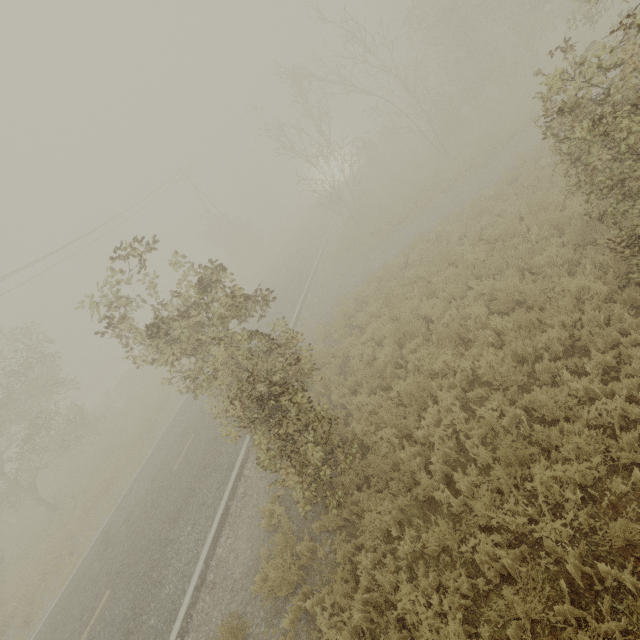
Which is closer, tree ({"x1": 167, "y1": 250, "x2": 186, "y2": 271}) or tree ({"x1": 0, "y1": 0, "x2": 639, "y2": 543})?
tree ({"x1": 0, "y1": 0, "x2": 639, "y2": 543})

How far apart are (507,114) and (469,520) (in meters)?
20.62

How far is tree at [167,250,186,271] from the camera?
6.1m

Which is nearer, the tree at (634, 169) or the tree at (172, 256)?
the tree at (634, 169)

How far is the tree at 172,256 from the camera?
6.1m
